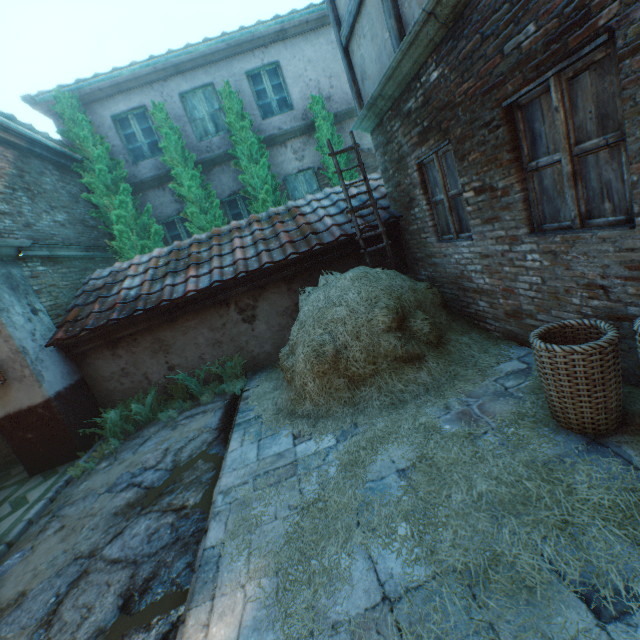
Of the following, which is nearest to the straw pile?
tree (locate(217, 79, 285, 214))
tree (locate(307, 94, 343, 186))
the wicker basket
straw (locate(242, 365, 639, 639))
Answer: straw (locate(242, 365, 639, 639))

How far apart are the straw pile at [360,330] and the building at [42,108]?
8.68m

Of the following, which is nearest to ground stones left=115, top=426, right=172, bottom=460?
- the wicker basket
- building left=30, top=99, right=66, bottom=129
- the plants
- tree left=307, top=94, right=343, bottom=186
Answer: the plants

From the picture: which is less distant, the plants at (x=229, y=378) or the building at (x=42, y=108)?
the plants at (x=229, y=378)

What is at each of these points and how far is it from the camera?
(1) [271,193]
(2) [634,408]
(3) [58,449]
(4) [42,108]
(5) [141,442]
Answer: (1) tree, 9.0 meters
(2) straw, 2.6 meters
(3) building, 5.7 meters
(4) building, 8.6 meters
(5) ground stones, 5.5 meters

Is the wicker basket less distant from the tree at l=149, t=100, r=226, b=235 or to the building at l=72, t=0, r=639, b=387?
the building at l=72, t=0, r=639, b=387

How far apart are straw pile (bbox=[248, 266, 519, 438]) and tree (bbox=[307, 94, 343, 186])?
4.6m

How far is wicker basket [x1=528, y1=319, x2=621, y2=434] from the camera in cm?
226
